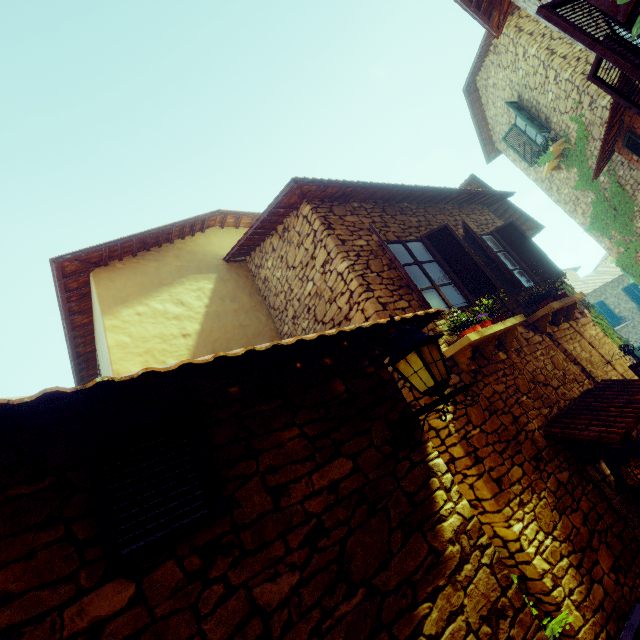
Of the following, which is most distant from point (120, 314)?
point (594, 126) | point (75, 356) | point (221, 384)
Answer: point (594, 126)

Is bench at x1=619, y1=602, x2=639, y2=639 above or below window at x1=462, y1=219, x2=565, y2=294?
below

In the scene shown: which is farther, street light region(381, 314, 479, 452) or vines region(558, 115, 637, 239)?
vines region(558, 115, 637, 239)

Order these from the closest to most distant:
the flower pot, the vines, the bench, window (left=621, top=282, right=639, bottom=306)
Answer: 1. the bench
2. the flower pot
3. the vines
4. window (left=621, top=282, right=639, bottom=306)

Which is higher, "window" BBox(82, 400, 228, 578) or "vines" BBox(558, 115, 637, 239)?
"vines" BBox(558, 115, 637, 239)

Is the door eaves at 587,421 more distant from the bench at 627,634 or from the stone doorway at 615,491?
the bench at 627,634

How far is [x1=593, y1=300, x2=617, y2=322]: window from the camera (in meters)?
22.81

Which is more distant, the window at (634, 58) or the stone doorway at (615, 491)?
the stone doorway at (615, 491)
